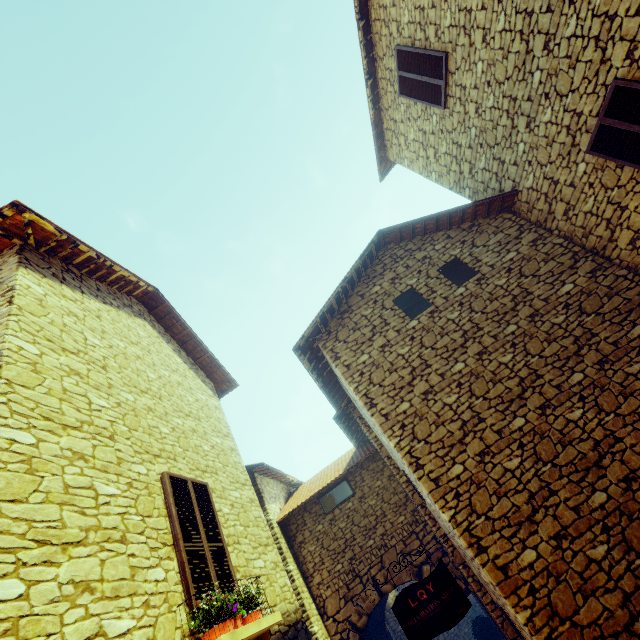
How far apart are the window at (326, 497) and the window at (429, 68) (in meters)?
9.94

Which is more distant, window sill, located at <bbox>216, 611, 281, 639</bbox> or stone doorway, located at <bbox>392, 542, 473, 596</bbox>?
stone doorway, located at <bbox>392, 542, 473, 596</bbox>

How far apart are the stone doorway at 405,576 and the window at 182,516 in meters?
4.8 m

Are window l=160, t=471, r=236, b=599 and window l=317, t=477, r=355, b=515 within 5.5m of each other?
yes

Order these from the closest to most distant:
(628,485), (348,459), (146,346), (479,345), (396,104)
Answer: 1. (628,485)
2. (479,345)
3. (146,346)
4. (396,104)
5. (348,459)

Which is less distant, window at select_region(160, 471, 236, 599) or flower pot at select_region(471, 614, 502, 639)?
window at select_region(160, 471, 236, 599)

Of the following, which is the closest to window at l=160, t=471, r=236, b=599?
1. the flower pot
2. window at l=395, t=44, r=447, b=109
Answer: window at l=395, t=44, r=447, b=109

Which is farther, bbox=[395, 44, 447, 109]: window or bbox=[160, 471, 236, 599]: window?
bbox=[395, 44, 447, 109]: window
